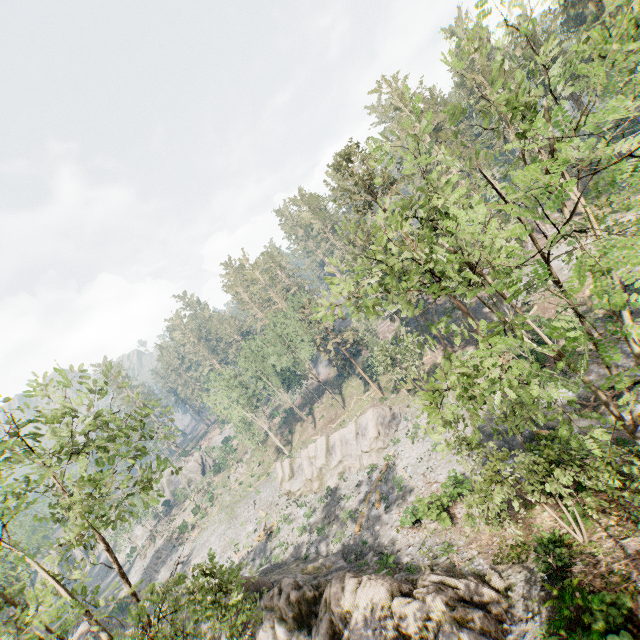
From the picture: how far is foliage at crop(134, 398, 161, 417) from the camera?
12.5 meters

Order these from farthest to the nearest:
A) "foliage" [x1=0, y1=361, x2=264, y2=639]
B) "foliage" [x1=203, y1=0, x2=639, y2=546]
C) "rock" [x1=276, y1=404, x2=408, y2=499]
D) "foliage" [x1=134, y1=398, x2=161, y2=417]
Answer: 1. "rock" [x1=276, y1=404, x2=408, y2=499]
2. "foliage" [x1=134, y1=398, x2=161, y2=417]
3. "foliage" [x1=0, y1=361, x2=264, y2=639]
4. "foliage" [x1=203, y1=0, x2=639, y2=546]

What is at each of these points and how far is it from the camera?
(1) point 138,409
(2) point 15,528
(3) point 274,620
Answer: (1) foliage, 13.30m
(2) foliage, 46.03m
(3) rock, 19.39m

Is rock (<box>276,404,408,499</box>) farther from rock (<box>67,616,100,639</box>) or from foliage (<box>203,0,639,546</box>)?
rock (<box>67,616,100,639</box>)

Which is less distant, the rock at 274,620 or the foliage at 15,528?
the foliage at 15,528

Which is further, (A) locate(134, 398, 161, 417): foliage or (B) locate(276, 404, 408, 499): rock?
(B) locate(276, 404, 408, 499): rock

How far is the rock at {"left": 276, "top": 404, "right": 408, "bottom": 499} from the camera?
35.7 meters

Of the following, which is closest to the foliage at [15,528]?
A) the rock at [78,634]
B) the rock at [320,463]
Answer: the rock at [320,463]
